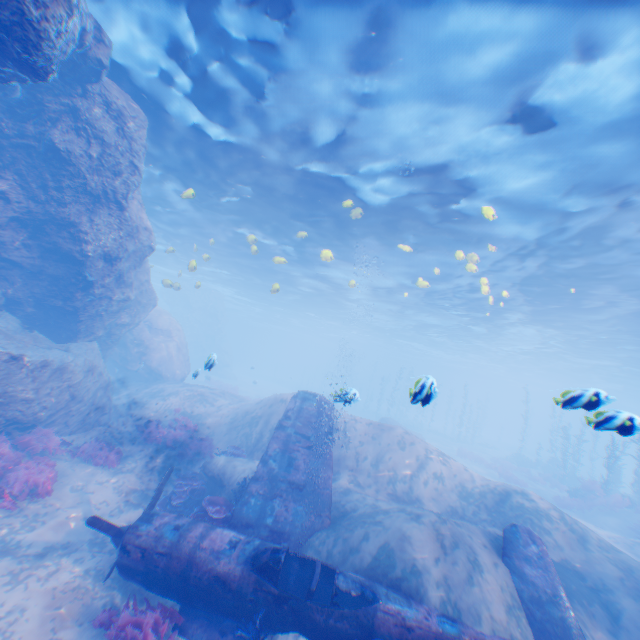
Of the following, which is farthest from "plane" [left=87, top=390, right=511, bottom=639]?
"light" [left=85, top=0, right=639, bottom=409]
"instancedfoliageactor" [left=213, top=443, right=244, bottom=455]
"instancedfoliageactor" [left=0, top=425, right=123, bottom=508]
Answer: "instancedfoliageactor" [left=0, top=425, right=123, bottom=508]

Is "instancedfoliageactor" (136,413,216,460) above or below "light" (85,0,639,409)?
below

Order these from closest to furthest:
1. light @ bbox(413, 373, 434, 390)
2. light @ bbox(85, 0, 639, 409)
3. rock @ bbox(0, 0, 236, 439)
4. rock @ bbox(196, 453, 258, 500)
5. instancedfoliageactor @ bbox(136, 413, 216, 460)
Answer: light @ bbox(413, 373, 434, 390)
light @ bbox(85, 0, 639, 409)
rock @ bbox(0, 0, 236, 439)
rock @ bbox(196, 453, 258, 500)
instancedfoliageactor @ bbox(136, 413, 216, 460)

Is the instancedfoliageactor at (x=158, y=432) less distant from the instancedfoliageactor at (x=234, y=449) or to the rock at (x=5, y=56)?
the rock at (x=5, y=56)

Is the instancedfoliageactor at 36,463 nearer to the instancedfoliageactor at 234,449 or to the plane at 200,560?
the plane at 200,560

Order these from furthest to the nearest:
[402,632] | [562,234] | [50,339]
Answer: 1. [562,234]
2. [50,339]
3. [402,632]

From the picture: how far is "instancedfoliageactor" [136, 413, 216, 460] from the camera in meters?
13.3
